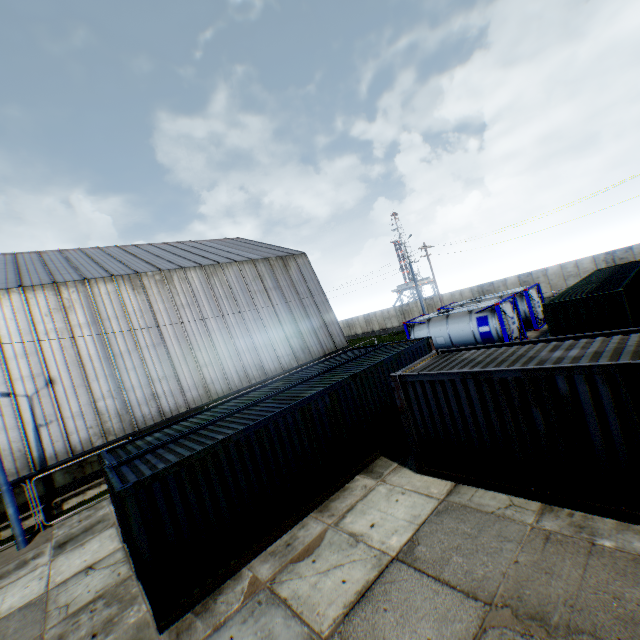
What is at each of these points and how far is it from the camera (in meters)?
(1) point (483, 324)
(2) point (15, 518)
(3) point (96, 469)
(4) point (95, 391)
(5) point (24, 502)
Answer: (1) tank container, 19.86
(2) street light, 12.10
(3) building, 16.42
(4) building, 17.50
(5) building, 14.63

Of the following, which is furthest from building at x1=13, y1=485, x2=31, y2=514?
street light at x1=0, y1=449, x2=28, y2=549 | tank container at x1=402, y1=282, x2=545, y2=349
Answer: tank container at x1=402, y1=282, x2=545, y2=349

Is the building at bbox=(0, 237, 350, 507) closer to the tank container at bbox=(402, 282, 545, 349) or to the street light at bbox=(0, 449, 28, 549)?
the street light at bbox=(0, 449, 28, 549)

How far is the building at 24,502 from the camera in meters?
14.5

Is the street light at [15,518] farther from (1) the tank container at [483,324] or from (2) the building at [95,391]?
(1) the tank container at [483,324]

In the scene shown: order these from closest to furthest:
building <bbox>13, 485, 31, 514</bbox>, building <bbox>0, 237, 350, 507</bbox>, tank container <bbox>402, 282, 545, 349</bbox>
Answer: building <bbox>13, 485, 31, 514</bbox> < building <bbox>0, 237, 350, 507</bbox> < tank container <bbox>402, 282, 545, 349</bbox>
